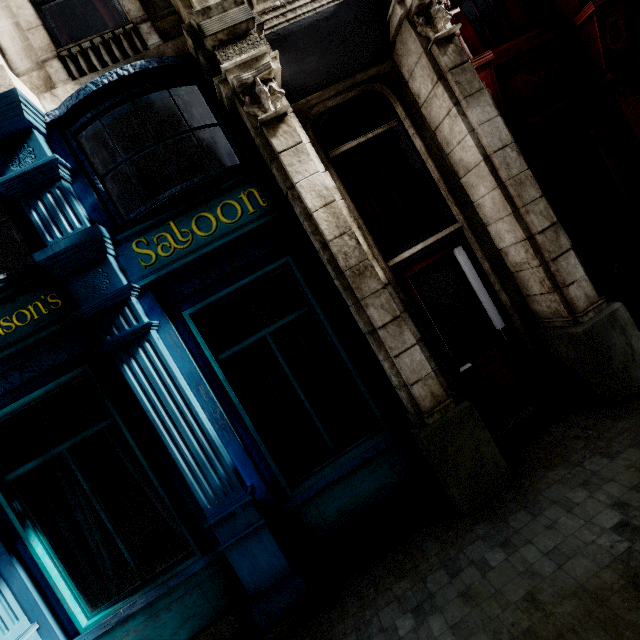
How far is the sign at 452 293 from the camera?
4.6 meters

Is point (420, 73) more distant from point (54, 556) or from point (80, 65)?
point (54, 556)

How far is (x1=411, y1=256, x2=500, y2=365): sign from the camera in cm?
461
